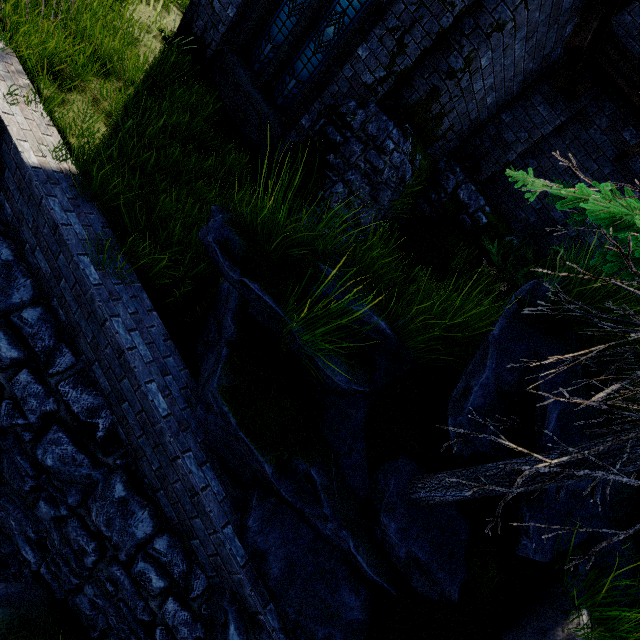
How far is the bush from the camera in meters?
6.2

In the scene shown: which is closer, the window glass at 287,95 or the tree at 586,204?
the tree at 586,204

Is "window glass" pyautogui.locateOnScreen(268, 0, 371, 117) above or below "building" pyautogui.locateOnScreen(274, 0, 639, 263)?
below

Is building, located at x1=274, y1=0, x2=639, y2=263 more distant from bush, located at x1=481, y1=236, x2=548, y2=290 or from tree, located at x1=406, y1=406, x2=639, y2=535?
tree, located at x1=406, y1=406, x2=639, y2=535

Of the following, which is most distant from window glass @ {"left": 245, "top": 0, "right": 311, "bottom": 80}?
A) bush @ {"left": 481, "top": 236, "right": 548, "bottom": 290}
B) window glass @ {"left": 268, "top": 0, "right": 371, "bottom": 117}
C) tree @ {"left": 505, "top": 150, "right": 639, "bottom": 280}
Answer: tree @ {"left": 505, "top": 150, "right": 639, "bottom": 280}

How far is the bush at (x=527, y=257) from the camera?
6.2 meters

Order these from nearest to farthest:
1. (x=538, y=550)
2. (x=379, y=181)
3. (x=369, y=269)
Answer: (x=538, y=550)
(x=369, y=269)
(x=379, y=181)

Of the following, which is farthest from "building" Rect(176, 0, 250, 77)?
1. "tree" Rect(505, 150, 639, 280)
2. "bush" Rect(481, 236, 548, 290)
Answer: "tree" Rect(505, 150, 639, 280)
